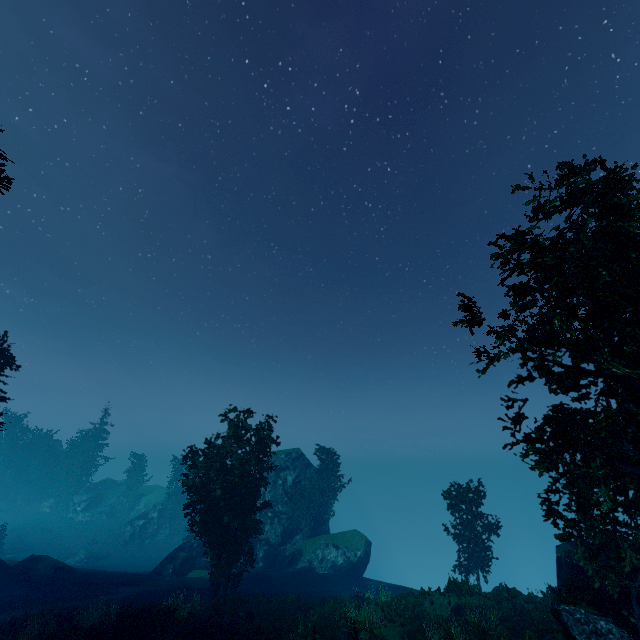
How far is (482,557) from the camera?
27.64m

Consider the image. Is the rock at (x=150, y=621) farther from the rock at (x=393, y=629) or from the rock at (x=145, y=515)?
the rock at (x=145, y=515)

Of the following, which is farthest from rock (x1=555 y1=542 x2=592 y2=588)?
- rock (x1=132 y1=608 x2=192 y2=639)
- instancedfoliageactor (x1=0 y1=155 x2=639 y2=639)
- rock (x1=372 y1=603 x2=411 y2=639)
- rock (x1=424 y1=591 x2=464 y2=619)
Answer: rock (x1=132 y1=608 x2=192 y2=639)

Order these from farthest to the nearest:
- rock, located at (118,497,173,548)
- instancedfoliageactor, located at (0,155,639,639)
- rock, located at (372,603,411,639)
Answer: rock, located at (118,497,173,548) → rock, located at (372,603,411,639) → instancedfoliageactor, located at (0,155,639,639)

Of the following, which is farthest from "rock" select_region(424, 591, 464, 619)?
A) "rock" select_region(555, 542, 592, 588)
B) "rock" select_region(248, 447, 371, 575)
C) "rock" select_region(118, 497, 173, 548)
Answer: "rock" select_region(118, 497, 173, 548)

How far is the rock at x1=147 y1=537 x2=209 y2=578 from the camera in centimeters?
3222cm

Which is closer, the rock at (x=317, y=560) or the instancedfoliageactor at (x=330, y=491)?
the rock at (x=317, y=560)

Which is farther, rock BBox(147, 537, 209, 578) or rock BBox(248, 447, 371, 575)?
rock BBox(248, 447, 371, 575)
